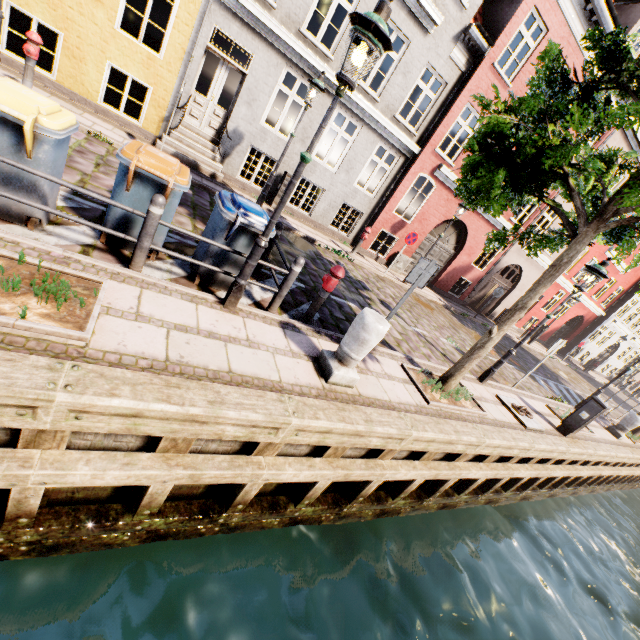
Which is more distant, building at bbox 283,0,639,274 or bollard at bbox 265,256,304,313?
building at bbox 283,0,639,274

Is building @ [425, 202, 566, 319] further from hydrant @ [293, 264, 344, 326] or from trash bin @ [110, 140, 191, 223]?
hydrant @ [293, 264, 344, 326]

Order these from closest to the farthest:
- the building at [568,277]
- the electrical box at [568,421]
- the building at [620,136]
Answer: the electrical box at [568,421], the building at [620,136], the building at [568,277]

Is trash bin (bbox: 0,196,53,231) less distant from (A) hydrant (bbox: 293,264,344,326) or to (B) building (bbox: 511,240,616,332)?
(A) hydrant (bbox: 293,264,344,326)

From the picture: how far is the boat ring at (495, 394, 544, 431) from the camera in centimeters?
753cm

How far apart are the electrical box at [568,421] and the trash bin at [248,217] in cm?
915

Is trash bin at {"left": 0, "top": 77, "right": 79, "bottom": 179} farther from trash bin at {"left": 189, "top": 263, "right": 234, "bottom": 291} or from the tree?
the tree

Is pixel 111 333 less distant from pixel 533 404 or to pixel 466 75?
pixel 533 404
